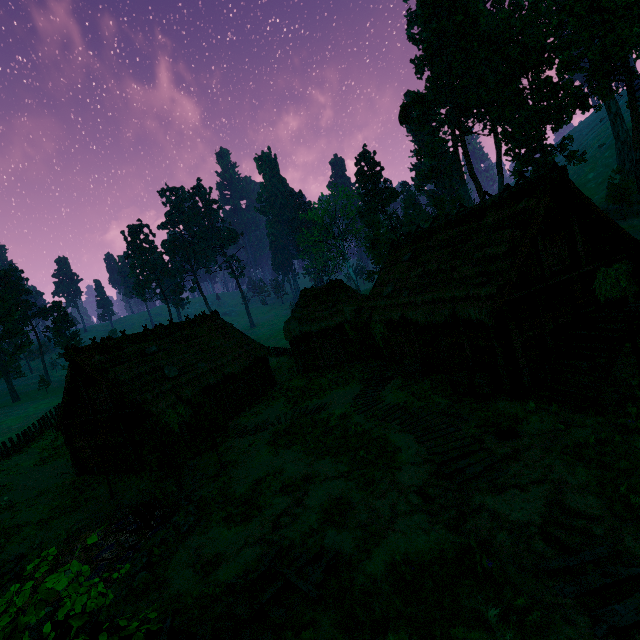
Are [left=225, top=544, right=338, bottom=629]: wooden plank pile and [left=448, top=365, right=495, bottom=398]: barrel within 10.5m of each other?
yes

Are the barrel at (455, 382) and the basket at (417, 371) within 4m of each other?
yes

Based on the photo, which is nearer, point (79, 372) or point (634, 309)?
point (634, 309)

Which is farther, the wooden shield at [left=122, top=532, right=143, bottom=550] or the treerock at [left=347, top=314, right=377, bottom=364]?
the treerock at [left=347, top=314, right=377, bottom=364]

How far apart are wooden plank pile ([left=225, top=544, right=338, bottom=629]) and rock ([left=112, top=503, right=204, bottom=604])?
3.66m

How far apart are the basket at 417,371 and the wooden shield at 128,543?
12.7 meters

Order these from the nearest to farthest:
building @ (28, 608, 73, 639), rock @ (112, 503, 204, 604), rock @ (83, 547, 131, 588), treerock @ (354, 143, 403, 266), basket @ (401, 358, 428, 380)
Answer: building @ (28, 608, 73, 639) < rock @ (112, 503, 204, 604) < rock @ (83, 547, 131, 588) < basket @ (401, 358, 428, 380) < treerock @ (354, 143, 403, 266)

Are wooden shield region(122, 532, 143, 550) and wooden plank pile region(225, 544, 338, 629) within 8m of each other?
yes
